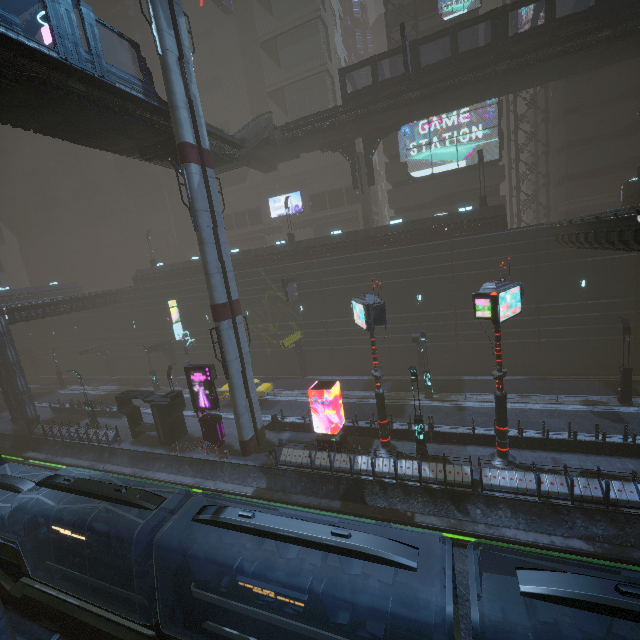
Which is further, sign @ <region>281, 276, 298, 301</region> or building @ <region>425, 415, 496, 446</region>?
sign @ <region>281, 276, 298, 301</region>

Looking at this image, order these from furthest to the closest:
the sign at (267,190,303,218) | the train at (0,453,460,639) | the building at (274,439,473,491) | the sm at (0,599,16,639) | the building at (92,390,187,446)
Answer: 1. the sign at (267,190,303,218)
2. the building at (92,390,187,446)
3. the building at (274,439,473,491)
4. the sm at (0,599,16,639)
5. the train at (0,453,460,639)

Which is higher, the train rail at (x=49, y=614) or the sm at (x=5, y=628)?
the sm at (x=5, y=628)

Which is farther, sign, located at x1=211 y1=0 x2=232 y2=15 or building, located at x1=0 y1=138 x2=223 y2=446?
sign, located at x1=211 y1=0 x2=232 y2=15

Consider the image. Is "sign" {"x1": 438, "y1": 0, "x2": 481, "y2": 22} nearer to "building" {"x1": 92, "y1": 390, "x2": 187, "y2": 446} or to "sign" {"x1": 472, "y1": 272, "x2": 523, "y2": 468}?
"building" {"x1": 92, "y1": 390, "x2": 187, "y2": 446}

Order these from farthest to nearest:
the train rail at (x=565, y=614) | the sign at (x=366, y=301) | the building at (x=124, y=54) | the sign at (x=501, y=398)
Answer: the building at (x=124, y=54)
the sign at (x=366, y=301)
the sign at (x=501, y=398)
the train rail at (x=565, y=614)

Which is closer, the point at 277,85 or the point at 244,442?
the point at 244,442

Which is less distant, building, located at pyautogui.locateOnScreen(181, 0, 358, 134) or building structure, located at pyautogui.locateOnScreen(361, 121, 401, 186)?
building structure, located at pyautogui.locateOnScreen(361, 121, 401, 186)
